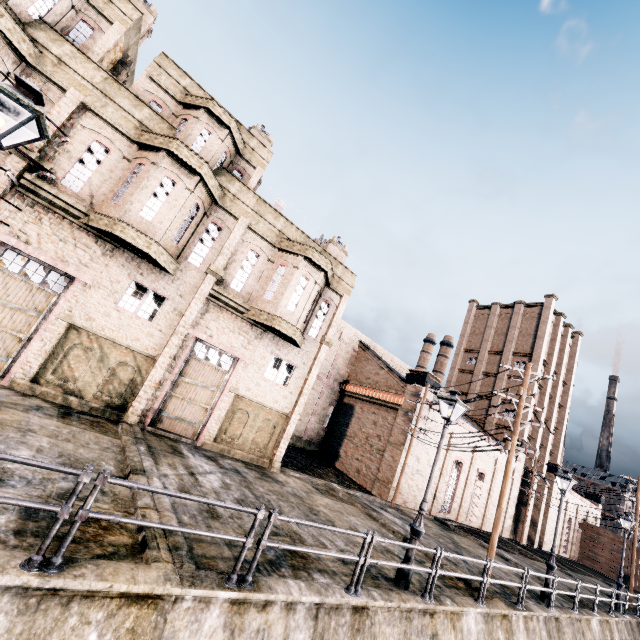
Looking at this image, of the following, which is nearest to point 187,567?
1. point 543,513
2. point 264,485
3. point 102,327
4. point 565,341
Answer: point 264,485

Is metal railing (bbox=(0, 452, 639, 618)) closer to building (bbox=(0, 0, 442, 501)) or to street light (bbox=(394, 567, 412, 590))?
street light (bbox=(394, 567, 412, 590))

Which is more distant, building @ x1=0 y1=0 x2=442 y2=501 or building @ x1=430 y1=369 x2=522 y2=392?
building @ x1=430 y1=369 x2=522 y2=392

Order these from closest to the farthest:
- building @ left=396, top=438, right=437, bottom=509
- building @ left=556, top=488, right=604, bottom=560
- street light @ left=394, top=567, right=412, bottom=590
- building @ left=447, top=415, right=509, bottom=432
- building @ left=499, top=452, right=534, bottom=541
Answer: street light @ left=394, top=567, right=412, bottom=590 → building @ left=396, top=438, right=437, bottom=509 → building @ left=447, top=415, right=509, bottom=432 → building @ left=499, top=452, right=534, bottom=541 → building @ left=556, top=488, right=604, bottom=560

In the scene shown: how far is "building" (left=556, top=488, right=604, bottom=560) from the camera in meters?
42.2 m

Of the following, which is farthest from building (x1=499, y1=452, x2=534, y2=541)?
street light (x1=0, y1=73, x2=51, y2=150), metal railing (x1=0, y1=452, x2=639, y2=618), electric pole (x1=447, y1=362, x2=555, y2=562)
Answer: metal railing (x1=0, y1=452, x2=639, y2=618)

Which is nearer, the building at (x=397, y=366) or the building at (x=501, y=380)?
the building at (x=397, y=366)
